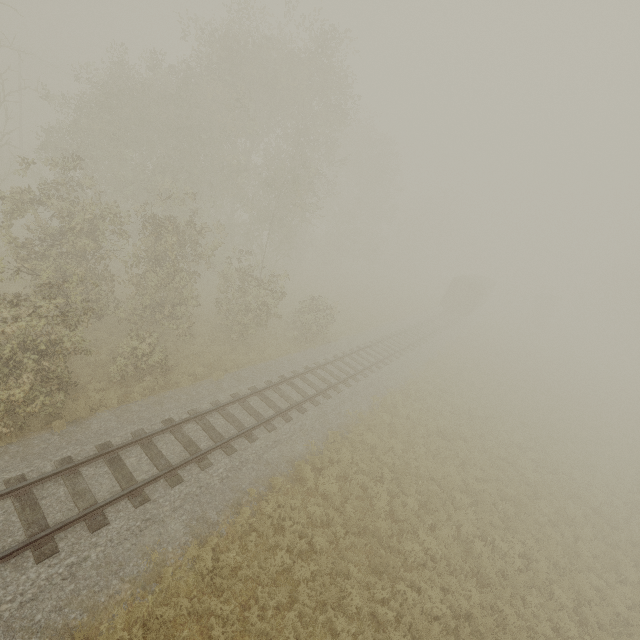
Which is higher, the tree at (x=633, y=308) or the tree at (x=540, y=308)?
the tree at (x=633, y=308)

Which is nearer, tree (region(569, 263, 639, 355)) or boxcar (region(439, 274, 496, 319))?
boxcar (region(439, 274, 496, 319))

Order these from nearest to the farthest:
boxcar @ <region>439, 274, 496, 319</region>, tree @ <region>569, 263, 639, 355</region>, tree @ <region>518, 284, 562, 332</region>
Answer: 1. boxcar @ <region>439, 274, 496, 319</region>
2. tree @ <region>518, 284, 562, 332</region>
3. tree @ <region>569, 263, 639, 355</region>

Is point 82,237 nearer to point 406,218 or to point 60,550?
point 60,550

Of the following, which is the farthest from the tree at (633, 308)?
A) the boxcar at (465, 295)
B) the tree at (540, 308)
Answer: the boxcar at (465, 295)

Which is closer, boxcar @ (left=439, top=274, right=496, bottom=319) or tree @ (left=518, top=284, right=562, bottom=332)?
boxcar @ (left=439, top=274, right=496, bottom=319)

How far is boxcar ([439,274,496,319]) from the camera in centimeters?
3678cm

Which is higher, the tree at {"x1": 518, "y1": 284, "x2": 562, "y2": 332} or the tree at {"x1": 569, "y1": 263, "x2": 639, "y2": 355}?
the tree at {"x1": 569, "y1": 263, "x2": 639, "y2": 355}
